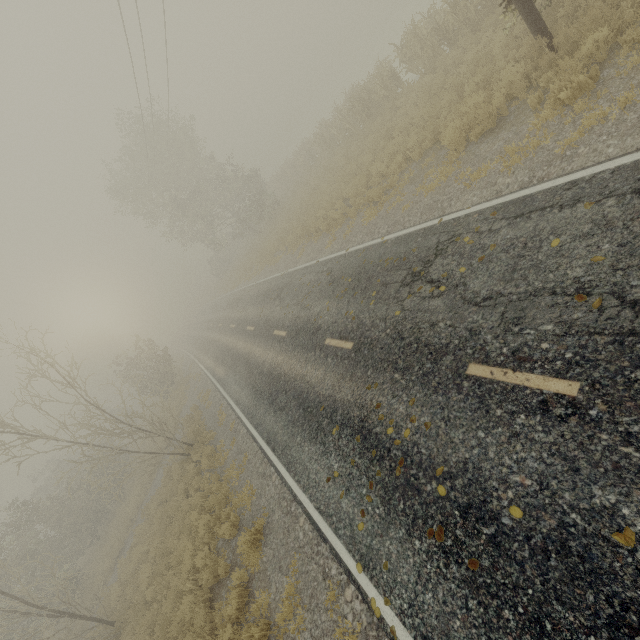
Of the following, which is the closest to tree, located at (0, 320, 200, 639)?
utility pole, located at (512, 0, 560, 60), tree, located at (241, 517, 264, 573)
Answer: utility pole, located at (512, 0, 560, 60)

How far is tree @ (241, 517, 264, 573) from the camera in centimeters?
763cm

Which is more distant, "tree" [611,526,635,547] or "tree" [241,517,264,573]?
"tree" [241,517,264,573]

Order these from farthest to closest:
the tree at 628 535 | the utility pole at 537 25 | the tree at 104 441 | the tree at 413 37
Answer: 1. the tree at 413 37
2. the tree at 104 441
3. the utility pole at 537 25
4. the tree at 628 535

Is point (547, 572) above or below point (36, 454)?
below

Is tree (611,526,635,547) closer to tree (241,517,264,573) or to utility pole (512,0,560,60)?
utility pole (512,0,560,60)

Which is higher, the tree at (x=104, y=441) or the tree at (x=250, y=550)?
the tree at (x=104, y=441)
